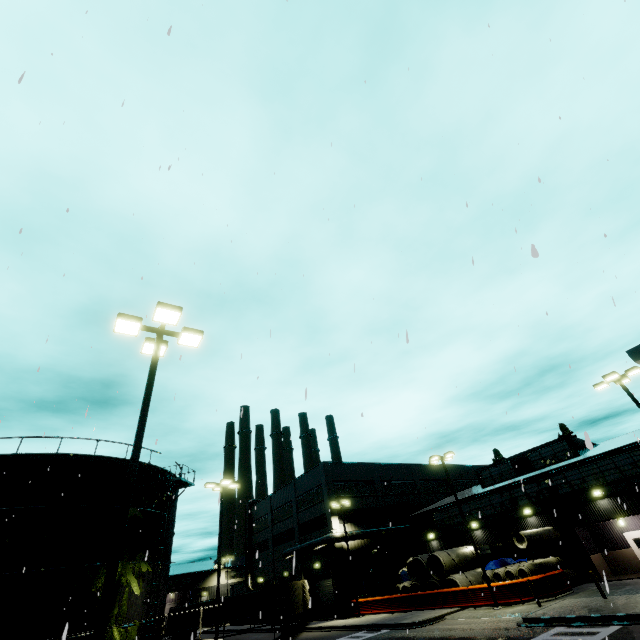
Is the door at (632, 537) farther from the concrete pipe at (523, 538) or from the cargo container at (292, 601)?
the cargo container at (292, 601)

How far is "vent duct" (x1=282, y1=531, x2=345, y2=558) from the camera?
35.28m

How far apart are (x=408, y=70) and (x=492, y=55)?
1.7 meters

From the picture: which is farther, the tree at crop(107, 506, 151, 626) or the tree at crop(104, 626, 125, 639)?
the tree at crop(107, 506, 151, 626)

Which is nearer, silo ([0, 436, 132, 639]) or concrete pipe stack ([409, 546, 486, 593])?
silo ([0, 436, 132, 639])

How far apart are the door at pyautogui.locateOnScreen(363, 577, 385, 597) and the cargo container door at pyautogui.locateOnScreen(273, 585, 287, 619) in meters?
11.9 m

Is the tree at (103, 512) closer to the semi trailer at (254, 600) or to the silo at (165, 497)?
the silo at (165, 497)

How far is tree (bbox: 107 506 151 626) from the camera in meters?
19.1 m
